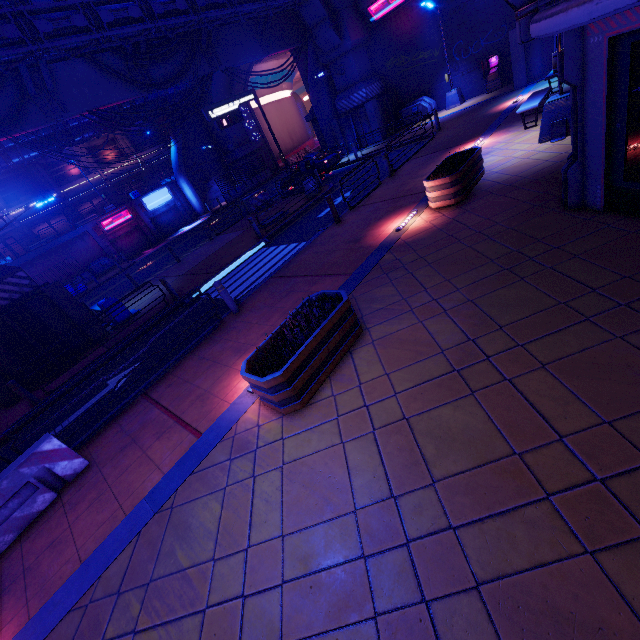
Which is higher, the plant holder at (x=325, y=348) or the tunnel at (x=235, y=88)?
the tunnel at (x=235, y=88)

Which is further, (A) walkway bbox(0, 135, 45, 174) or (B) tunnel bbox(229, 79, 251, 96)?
(B) tunnel bbox(229, 79, 251, 96)

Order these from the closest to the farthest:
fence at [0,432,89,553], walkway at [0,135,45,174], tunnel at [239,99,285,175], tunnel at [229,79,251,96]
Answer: fence at [0,432,89,553] → walkway at [0,135,45,174] → tunnel at [229,79,251,96] → tunnel at [239,99,285,175]

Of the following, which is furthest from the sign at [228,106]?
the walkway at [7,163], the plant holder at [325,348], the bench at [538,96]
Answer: the plant holder at [325,348]

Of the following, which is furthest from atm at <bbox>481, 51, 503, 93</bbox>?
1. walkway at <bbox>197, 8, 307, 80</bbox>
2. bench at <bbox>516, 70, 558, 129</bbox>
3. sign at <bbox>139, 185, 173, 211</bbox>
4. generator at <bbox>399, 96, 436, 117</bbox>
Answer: sign at <bbox>139, 185, 173, 211</bbox>

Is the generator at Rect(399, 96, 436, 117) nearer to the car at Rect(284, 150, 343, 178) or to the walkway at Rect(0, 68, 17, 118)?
the car at Rect(284, 150, 343, 178)

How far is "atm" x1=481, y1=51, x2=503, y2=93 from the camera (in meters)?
20.19

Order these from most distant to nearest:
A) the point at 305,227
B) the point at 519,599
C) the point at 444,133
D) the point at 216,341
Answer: the point at 444,133, the point at 305,227, the point at 216,341, the point at 519,599
